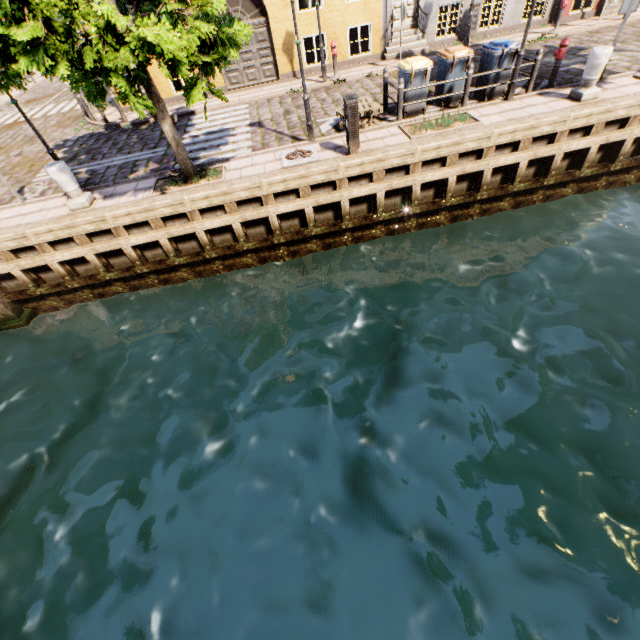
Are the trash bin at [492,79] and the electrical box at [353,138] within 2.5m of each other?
no

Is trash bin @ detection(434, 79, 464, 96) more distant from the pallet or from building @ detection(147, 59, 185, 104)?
building @ detection(147, 59, 185, 104)

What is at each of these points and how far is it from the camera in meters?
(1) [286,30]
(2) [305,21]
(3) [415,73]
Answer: (1) building, 13.4 m
(2) building, 13.3 m
(3) trash bin, 9.0 m

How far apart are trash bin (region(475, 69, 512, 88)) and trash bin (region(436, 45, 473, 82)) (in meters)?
0.35

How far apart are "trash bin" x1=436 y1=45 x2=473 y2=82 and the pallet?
1.98m

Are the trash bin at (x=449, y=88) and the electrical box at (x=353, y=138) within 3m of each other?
no

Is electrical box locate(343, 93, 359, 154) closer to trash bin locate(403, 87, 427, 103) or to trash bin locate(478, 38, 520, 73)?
trash bin locate(403, 87, 427, 103)

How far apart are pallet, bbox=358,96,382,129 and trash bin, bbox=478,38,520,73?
3.19m
